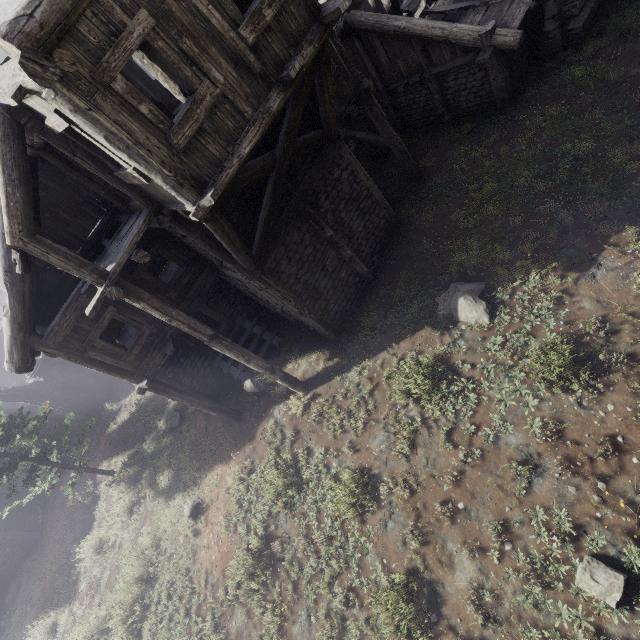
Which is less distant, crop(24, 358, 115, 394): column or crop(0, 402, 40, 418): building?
crop(24, 358, 115, 394): column

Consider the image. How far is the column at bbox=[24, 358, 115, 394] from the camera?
→ 20.7 meters

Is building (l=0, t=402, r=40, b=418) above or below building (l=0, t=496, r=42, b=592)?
above

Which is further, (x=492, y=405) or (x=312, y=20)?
(x=492, y=405)

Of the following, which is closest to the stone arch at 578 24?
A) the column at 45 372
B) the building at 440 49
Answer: the building at 440 49

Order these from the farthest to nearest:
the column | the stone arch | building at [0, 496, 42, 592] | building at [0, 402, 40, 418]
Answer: building at [0, 402, 40, 418]
the column
building at [0, 496, 42, 592]
the stone arch

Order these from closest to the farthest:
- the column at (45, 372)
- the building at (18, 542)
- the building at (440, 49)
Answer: the building at (440, 49), the building at (18, 542), the column at (45, 372)

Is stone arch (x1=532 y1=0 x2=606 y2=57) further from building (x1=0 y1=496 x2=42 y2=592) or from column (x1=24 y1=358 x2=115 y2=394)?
column (x1=24 y1=358 x2=115 y2=394)
